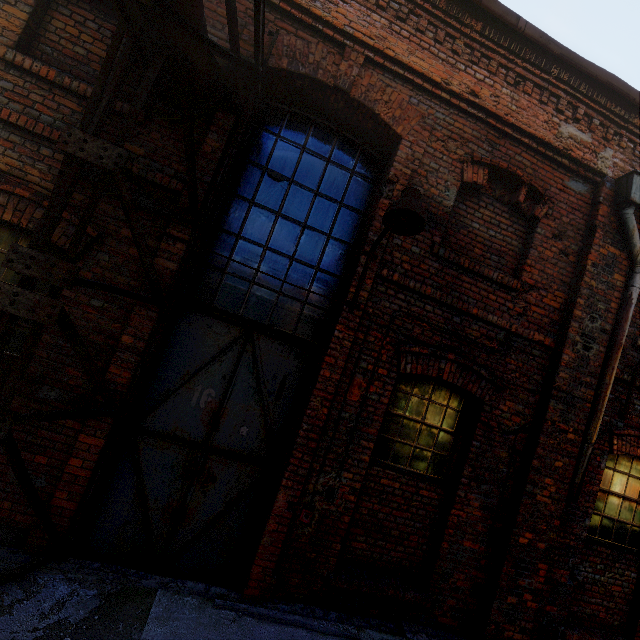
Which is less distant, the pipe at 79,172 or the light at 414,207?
the pipe at 79,172

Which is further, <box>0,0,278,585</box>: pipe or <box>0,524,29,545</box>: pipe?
<box>0,524,29,545</box>: pipe

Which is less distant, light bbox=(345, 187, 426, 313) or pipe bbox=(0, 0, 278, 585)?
pipe bbox=(0, 0, 278, 585)

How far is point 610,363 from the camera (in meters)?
4.36

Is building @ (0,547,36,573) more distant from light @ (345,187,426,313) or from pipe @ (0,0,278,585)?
light @ (345,187,426,313)

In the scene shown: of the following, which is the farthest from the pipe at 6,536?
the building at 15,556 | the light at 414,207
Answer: the light at 414,207

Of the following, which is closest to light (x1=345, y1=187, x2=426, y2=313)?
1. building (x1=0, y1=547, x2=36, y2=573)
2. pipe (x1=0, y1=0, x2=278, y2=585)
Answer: pipe (x1=0, y1=0, x2=278, y2=585)
